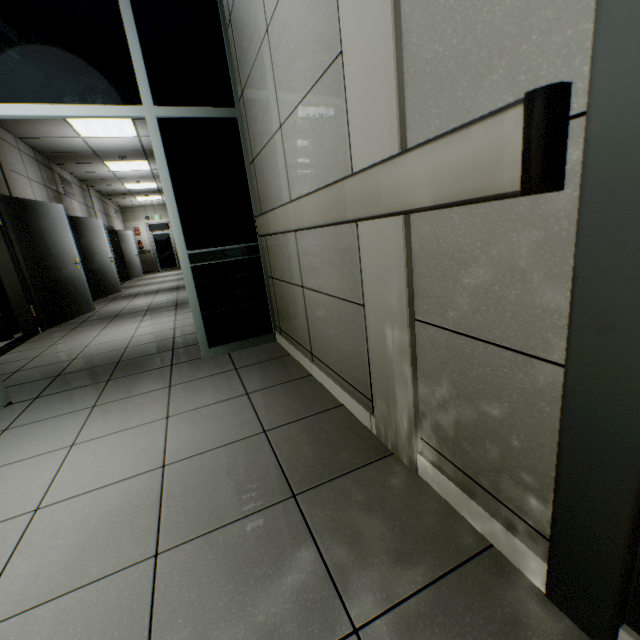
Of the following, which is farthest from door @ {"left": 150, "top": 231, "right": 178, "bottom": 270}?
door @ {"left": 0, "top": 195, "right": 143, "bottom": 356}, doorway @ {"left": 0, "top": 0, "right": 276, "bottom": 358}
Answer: doorway @ {"left": 0, "top": 0, "right": 276, "bottom": 358}

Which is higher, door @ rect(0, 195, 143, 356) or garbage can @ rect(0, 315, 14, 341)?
door @ rect(0, 195, 143, 356)

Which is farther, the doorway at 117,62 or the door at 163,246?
the door at 163,246

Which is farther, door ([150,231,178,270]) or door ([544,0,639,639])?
door ([150,231,178,270])

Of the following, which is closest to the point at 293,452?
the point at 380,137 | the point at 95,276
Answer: the point at 380,137

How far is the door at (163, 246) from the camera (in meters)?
16.73

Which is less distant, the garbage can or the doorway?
the doorway

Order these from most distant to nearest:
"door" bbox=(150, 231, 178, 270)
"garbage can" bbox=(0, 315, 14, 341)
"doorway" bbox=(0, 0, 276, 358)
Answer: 1. "door" bbox=(150, 231, 178, 270)
2. "garbage can" bbox=(0, 315, 14, 341)
3. "doorway" bbox=(0, 0, 276, 358)
